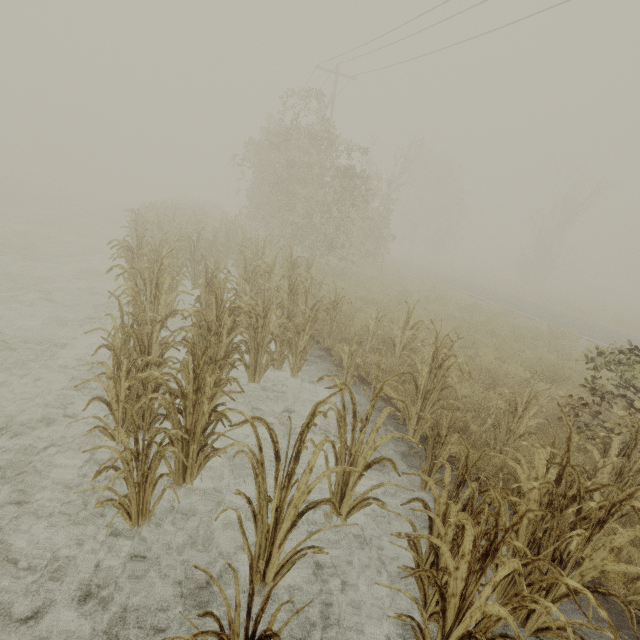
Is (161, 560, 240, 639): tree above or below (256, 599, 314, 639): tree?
below

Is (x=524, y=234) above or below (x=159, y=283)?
above

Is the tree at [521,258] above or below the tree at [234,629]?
above

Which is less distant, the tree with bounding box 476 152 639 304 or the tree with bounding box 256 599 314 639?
the tree with bounding box 256 599 314 639

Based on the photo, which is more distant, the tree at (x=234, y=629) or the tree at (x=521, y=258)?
the tree at (x=521, y=258)

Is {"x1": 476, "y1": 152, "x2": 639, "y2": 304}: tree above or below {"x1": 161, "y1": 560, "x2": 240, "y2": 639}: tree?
above
